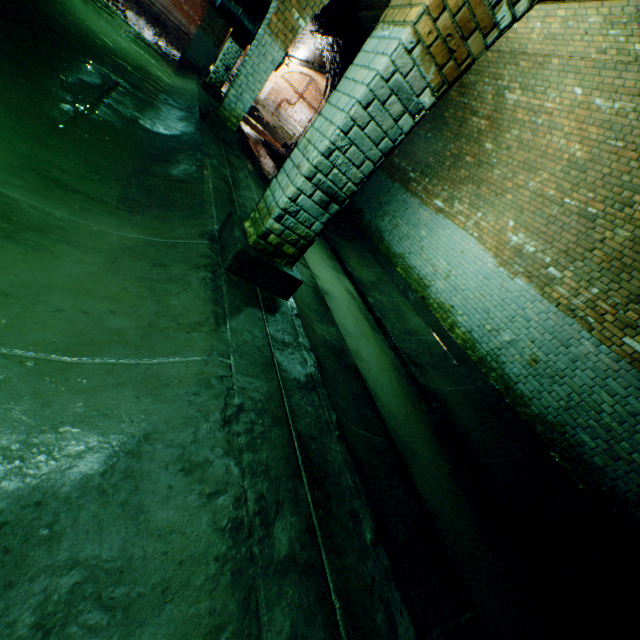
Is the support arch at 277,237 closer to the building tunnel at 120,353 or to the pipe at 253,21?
the building tunnel at 120,353

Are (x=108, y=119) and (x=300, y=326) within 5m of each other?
yes

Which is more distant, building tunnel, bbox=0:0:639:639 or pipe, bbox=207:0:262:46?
pipe, bbox=207:0:262:46

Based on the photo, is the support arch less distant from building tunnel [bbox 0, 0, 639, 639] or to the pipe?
building tunnel [bbox 0, 0, 639, 639]

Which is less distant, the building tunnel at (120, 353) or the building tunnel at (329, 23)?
the building tunnel at (120, 353)

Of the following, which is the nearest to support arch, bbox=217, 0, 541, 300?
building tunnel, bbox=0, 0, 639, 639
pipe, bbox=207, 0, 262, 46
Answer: building tunnel, bbox=0, 0, 639, 639
